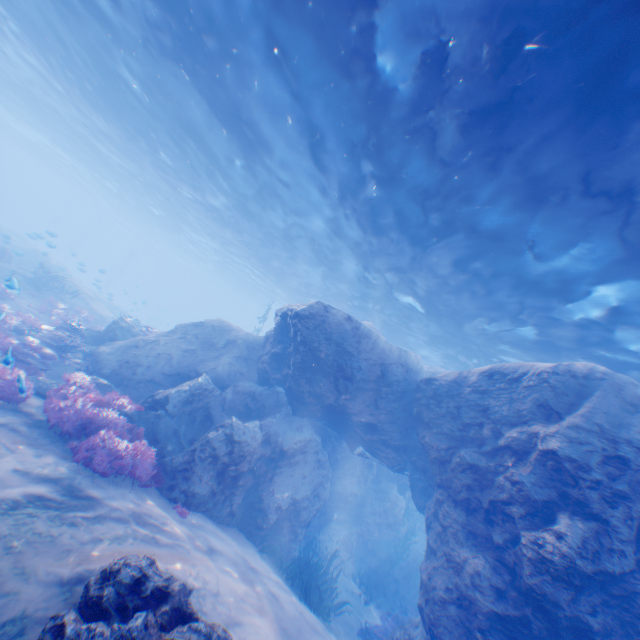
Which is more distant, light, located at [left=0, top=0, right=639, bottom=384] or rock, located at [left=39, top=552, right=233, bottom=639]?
light, located at [left=0, top=0, right=639, bottom=384]

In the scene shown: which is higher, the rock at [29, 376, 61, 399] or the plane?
the plane

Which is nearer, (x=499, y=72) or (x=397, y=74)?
(x=499, y=72)

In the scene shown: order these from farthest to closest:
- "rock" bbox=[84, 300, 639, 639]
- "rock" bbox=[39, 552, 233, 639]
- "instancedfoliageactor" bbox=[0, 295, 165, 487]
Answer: "instancedfoliageactor" bbox=[0, 295, 165, 487]
"rock" bbox=[84, 300, 639, 639]
"rock" bbox=[39, 552, 233, 639]

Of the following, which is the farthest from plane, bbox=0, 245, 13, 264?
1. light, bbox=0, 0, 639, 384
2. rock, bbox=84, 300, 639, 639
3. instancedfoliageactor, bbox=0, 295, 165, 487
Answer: light, bbox=0, 0, 639, 384

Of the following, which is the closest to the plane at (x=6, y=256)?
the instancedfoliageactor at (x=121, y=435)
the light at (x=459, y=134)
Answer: the instancedfoliageactor at (x=121, y=435)

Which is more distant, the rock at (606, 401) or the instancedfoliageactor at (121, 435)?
the instancedfoliageactor at (121, 435)

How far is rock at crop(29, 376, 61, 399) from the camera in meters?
8.8
